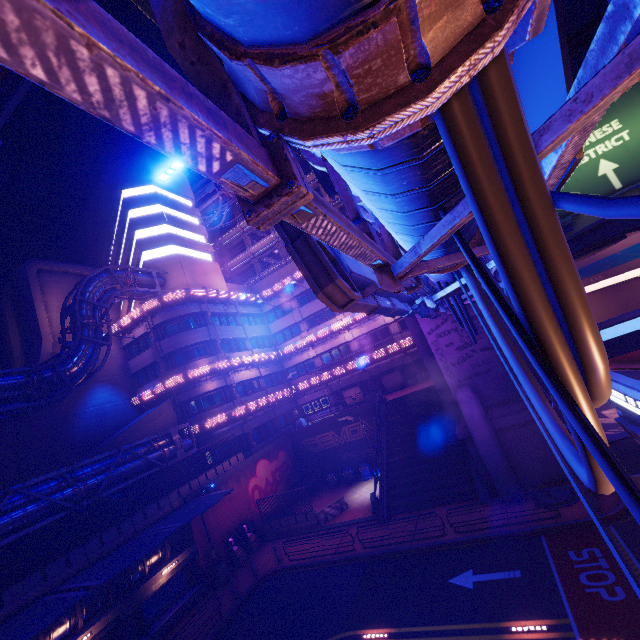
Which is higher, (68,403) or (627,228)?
(68,403)

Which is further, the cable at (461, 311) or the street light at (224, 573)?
the street light at (224, 573)

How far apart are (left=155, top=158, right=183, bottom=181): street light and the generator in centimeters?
2962cm

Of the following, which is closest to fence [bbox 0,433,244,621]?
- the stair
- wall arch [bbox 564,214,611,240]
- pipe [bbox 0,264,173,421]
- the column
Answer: pipe [bbox 0,264,173,421]

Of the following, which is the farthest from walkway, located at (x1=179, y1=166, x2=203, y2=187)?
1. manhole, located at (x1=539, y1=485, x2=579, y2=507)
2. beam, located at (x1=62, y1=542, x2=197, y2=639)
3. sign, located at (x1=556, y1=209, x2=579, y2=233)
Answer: manhole, located at (x1=539, y1=485, x2=579, y2=507)

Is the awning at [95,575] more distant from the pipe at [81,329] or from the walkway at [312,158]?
the walkway at [312,158]

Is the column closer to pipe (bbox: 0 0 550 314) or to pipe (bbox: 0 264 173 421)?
pipe (bbox: 0 0 550 314)

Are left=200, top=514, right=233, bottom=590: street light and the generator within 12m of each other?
yes
